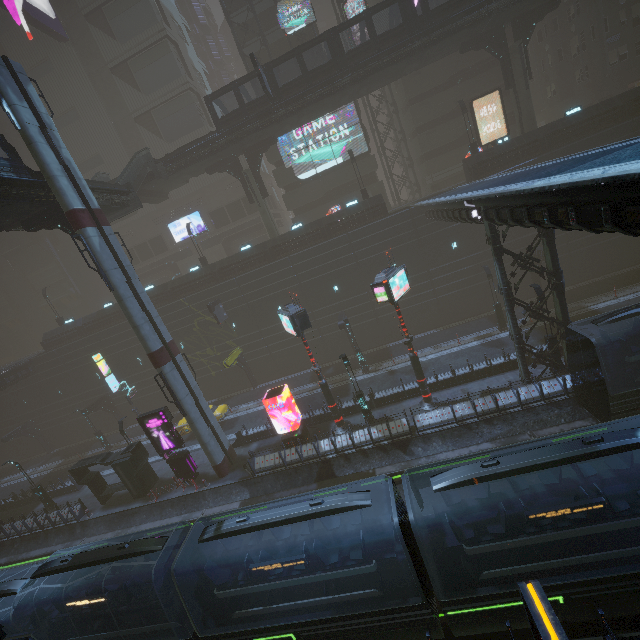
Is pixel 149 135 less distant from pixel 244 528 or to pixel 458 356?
pixel 458 356

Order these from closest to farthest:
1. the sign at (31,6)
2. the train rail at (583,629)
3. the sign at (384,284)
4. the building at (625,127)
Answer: the train rail at (583,629)
the sign at (384,284)
the building at (625,127)
the sign at (31,6)

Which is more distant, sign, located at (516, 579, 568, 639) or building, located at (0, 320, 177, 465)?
building, located at (0, 320, 177, 465)

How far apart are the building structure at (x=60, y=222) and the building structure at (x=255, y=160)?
17.4m

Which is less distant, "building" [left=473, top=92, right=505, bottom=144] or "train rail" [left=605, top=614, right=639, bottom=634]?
"train rail" [left=605, top=614, right=639, bottom=634]

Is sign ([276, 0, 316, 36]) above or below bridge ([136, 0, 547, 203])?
above

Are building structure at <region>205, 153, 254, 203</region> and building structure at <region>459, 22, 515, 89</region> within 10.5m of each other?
no

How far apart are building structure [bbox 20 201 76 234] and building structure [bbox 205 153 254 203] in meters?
16.5 m
